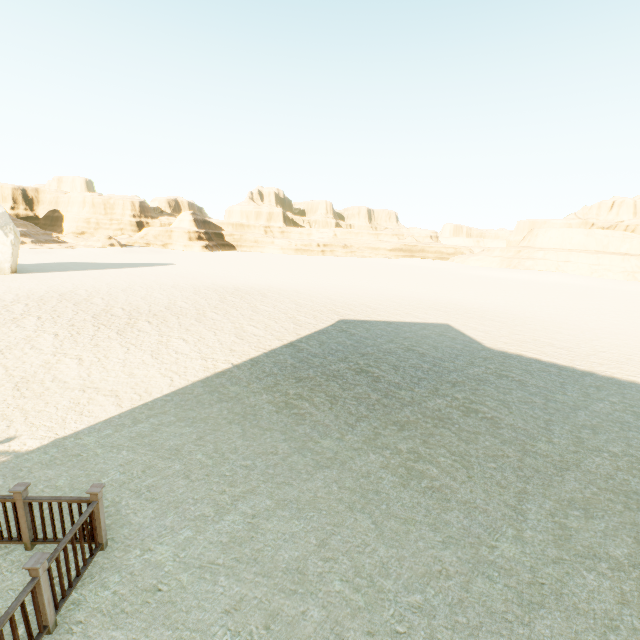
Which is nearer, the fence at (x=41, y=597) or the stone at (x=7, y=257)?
the fence at (x=41, y=597)

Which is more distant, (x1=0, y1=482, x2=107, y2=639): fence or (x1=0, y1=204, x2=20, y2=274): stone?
(x1=0, y1=204, x2=20, y2=274): stone

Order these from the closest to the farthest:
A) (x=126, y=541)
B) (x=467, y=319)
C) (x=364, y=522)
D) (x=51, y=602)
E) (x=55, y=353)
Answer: (x=51, y=602) → (x=126, y=541) → (x=364, y=522) → (x=55, y=353) → (x=467, y=319)
